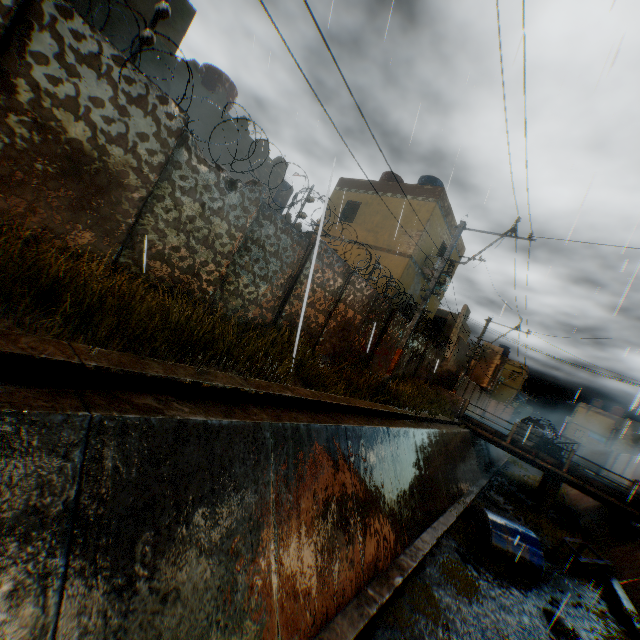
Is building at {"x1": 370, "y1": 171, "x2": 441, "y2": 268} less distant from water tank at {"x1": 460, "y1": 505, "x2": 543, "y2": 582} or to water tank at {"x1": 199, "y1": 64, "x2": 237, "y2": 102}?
water tank at {"x1": 460, "y1": 505, "x2": 543, "y2": 582}

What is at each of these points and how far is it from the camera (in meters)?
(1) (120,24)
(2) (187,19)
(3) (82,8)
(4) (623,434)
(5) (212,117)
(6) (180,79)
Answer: (1) building, 7.77
(2) building, 8.91
(3) building, 7.21
(4) building, 44.19
(5) building, 10.03
(6) building, 9.05

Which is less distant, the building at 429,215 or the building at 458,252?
the building at 429,215

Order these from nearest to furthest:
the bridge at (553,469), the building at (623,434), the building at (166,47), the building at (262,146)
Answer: the building at (166,47), the building at (262,146), the bridge at (553,469), the building at (623,434)

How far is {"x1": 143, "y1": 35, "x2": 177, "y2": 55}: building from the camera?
8.4m

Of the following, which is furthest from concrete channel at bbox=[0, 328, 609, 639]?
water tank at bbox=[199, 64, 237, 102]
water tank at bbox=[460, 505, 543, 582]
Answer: water tank at bbox=[199, 64, 237, 102]
